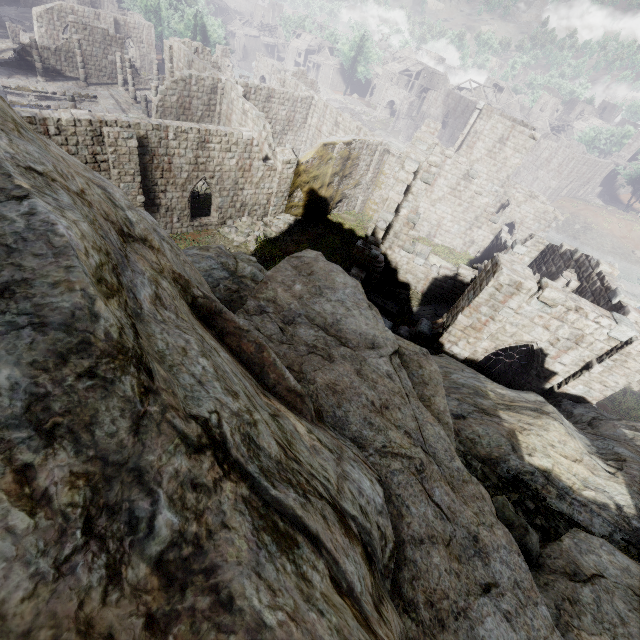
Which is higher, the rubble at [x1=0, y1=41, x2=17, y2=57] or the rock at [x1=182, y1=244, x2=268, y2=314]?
the rock at [x1=182, y1=244, x2=268, y2=314]

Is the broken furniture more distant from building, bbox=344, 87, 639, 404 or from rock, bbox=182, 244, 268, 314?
rock, bbox=182, 244, 268, 314

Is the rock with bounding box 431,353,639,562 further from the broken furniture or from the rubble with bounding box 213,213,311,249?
the rubble with bounding box 213,213,311,249

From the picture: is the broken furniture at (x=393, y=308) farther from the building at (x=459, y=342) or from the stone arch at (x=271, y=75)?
the stone arch at (x=271, y=75)

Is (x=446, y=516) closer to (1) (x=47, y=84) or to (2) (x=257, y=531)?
(2) (x=257, y=531)

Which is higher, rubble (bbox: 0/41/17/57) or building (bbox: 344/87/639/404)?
building (bbox: 344/87/639/404)

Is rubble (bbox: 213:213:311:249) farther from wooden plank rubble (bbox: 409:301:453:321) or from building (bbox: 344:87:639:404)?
wooden plank rubble (bbox: 409:301:453:321)

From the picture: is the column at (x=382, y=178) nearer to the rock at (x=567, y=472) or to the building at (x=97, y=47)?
the building at (x=97, y=47)
